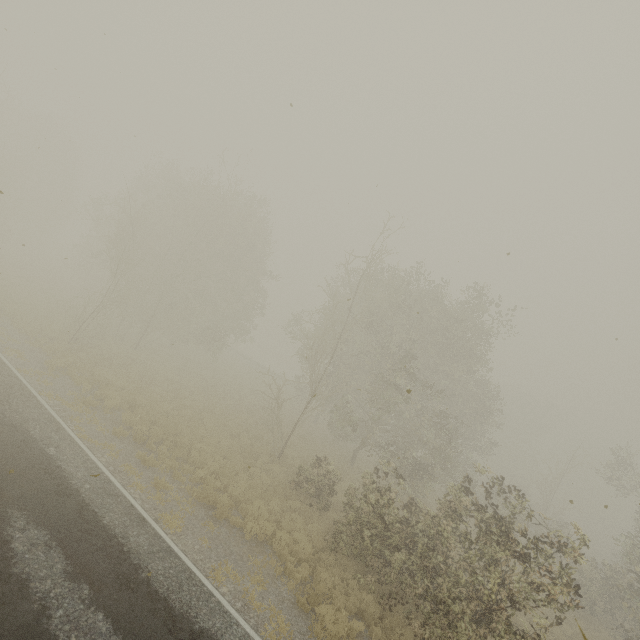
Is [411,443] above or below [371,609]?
above
